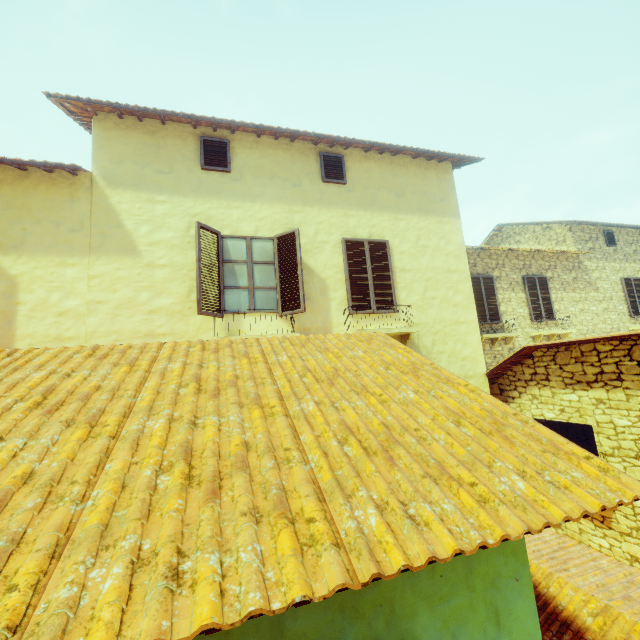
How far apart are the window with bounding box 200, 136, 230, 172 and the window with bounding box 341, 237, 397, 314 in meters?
2.6 m

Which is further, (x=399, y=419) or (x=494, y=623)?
(x=399, y=419)

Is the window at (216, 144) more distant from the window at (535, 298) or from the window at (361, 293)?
the window at (535, 298)

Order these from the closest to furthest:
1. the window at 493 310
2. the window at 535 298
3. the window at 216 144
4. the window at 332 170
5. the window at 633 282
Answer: the window at 216 144
the window at 332 170
the window at 493 310
the window at 535 298
the window at 633 282

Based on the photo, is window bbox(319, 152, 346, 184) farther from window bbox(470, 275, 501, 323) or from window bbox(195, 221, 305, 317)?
window bbox(470, 275, 501, 323)

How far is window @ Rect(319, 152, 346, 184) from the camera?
7.1m

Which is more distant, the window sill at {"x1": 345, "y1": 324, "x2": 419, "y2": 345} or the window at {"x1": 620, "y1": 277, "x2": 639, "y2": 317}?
the window at {"x1": 620, "y1": 277, "x2": 639, "y2": 317}

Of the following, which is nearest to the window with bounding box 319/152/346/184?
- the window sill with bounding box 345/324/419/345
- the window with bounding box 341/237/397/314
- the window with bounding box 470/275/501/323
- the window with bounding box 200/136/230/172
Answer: the window with bounding box 341/237/397/314
